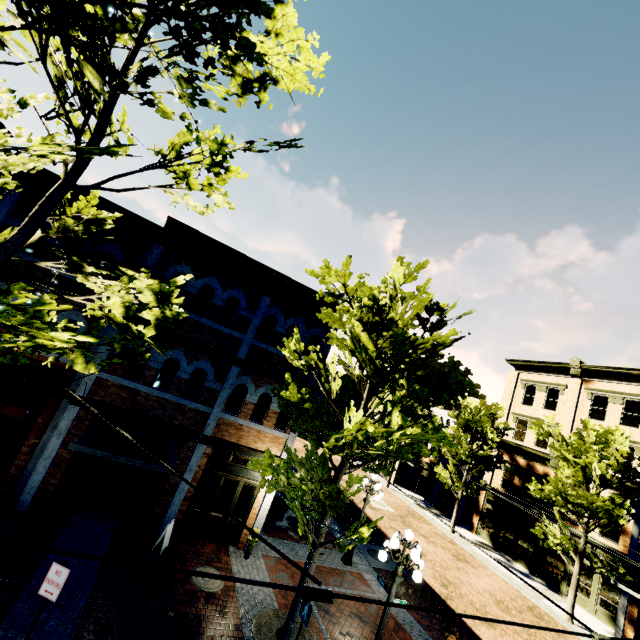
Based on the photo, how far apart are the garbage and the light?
7.02m

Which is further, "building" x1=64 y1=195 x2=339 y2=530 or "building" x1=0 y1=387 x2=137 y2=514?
"building" x1=64 y1=195 x2=339 y2=530

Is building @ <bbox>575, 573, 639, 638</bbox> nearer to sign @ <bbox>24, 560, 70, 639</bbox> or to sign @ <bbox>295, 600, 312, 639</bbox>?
sign @ <bbox>295, 600, 312, 639</bbox>

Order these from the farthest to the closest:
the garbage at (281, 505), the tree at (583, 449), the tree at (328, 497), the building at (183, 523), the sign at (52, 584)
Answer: the tree at (583, 449) < the garbage at (281, 505) < the building at (183, 523) < the tree at (328, 497) < the sign at (52, 584)

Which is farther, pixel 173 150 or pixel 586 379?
pixel 586 379

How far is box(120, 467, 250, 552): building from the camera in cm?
1051

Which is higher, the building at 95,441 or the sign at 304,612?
the building at 95,441

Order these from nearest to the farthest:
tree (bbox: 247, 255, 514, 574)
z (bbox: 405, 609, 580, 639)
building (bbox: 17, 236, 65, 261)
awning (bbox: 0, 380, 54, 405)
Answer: tree (bbox: 247, 255, 514, 574) < awning (bbox: 0, 380, 54, 405) < building (bbox: 17, 236, 65, 261) < z (bbox: 405, 609, 580, 639)
